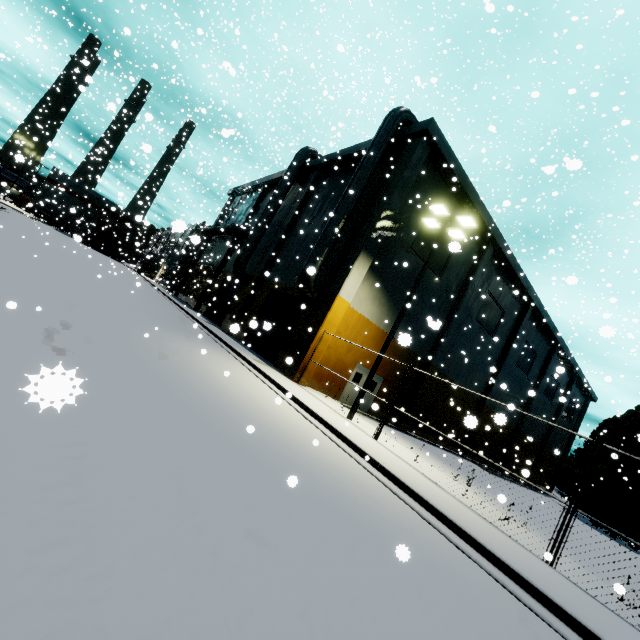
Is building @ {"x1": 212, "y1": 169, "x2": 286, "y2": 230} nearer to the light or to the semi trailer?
the semi trailer

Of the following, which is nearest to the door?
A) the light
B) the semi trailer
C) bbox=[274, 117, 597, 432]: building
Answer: bbox=[274, 117, 597, 432]: building

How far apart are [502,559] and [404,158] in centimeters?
1796cm

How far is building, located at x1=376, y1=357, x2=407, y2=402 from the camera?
20.3 meters

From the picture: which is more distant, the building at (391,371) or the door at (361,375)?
the building at (391,371)

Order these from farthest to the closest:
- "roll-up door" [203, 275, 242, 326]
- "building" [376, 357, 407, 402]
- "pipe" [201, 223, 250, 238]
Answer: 1. "pipe" [201, 223, 250, 238]
2. "roll-up door" [203, 275, 242, 326]
3. "building" [376, 357, 407, 402]

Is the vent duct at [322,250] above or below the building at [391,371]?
above
